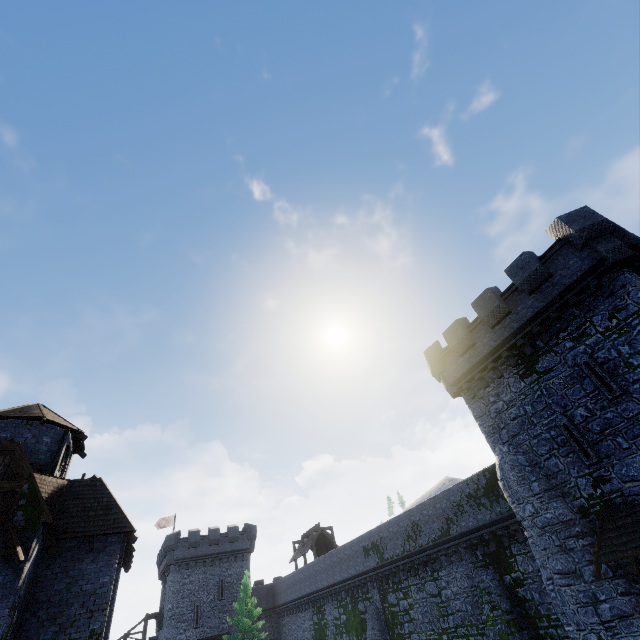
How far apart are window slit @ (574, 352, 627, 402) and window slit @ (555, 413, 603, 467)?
1.6 meters

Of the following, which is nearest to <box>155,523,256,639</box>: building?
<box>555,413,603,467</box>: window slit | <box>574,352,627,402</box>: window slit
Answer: <box>555,413,603,467</box>: window slit

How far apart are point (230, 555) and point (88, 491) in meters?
34.7 m

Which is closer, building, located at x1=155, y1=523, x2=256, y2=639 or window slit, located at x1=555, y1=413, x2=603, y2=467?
window slit, located at x1=555, y1=413, x2=603, y2=467

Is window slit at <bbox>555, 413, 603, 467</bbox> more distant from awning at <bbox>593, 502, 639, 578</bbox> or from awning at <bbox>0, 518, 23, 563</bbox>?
awning at <bbox>0, 518, 23, 563</bbox>

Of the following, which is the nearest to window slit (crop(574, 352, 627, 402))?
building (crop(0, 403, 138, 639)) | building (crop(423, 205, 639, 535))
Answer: building (crop(423, 205, 639, 535))

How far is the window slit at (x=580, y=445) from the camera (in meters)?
12.98

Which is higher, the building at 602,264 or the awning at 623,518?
the building at 602,264
